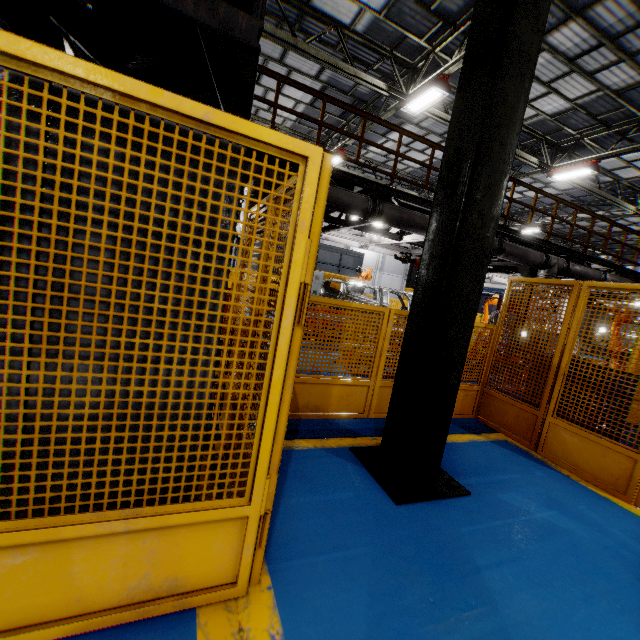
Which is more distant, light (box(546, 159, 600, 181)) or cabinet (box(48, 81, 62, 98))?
light (box(546, 159, 600, 181))

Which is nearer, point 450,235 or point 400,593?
point 400,593

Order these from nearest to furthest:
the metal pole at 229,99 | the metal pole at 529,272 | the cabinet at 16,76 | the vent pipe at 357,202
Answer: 1. the cabinet at 16,76
2. the metal pole at 229,99
3. the vent pipe at 357,202
4. the metal pole at 529,272

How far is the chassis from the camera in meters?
9.1 m

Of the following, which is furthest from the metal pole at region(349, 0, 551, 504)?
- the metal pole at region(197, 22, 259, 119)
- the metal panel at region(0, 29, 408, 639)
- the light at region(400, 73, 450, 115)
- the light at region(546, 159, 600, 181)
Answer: the light at region(546, 159, 600, 181)

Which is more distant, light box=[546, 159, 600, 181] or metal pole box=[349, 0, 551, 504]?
light box=[546, 159, 600, 181]

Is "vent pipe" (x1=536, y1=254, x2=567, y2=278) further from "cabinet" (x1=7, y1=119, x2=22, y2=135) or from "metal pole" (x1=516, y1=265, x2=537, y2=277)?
"cabinet" (x1=7, y1=119, x2=22, y2=135)

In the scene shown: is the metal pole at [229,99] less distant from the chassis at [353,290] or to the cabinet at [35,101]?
the cabinet at [35,101]
